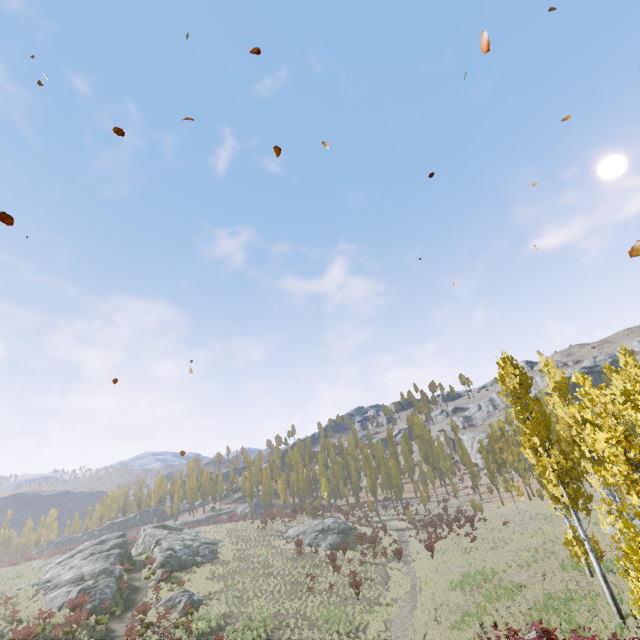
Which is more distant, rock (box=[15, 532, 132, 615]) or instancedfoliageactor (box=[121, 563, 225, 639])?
rock (box=[15, 532, 132, 615])

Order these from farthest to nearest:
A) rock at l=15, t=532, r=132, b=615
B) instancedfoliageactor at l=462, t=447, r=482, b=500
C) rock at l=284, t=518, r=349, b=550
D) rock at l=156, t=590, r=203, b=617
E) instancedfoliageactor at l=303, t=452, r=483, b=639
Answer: instancedfoliageactor at l=462, t=447, r=482, b=500 < rock at l=284, t=518, r=349, b=550 < rock at l=15, t=532, r=132, b=615 < rock at l=156, t=590, r=203, b=617 < instancedfoliageactor at l=303, t=452, r=483, b=639

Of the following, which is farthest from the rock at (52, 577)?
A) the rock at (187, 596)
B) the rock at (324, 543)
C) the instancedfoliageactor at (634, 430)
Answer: the instancedfoliageactor at (634, 430)

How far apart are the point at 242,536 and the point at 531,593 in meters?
35.9 m

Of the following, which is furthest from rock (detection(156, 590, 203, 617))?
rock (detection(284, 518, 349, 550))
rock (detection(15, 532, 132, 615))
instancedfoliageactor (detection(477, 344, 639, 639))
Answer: instancedfoliageactor (detection(477, 344, 639, 639))

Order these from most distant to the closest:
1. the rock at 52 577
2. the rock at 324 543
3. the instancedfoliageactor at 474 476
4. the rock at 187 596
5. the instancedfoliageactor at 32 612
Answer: the instancedfoliageactor at 474 476
the rock at 324 543
the rock at 52 577
the rock at 187 596
the instancedfoliageactor at 32 612

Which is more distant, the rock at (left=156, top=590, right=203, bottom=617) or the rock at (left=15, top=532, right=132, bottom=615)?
the rock at (left=15, top=532, right=132, bottom=615)
